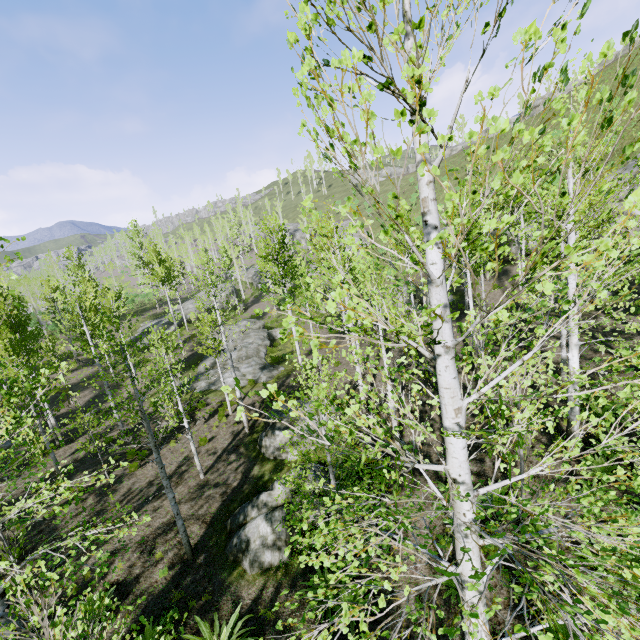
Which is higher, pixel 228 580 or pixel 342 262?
pixel 342 262

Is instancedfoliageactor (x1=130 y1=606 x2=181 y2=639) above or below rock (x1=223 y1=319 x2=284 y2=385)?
below

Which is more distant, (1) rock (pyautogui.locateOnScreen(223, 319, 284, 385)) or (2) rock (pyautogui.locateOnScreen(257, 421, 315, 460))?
(1) rock (pyautogui.locateOnScreen(223, 319, 284, 385))

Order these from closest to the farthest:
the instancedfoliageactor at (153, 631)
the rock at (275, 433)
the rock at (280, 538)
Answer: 1. the instancedfoliageactor at (153, 631)
2. the rock at (280, 538)
3. the rock at (275, 433)

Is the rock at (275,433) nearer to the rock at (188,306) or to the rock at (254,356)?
the rock at (254,356)

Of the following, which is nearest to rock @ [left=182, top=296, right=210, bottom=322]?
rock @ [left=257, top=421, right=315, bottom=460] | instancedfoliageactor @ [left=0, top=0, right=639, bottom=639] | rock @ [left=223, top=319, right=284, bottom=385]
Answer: instancedfoliageactor @ [left=0, top=0, right=639, bottom=639]

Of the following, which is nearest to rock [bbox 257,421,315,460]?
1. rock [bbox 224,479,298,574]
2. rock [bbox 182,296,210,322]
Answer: rock [bbox 224,479,298,574]

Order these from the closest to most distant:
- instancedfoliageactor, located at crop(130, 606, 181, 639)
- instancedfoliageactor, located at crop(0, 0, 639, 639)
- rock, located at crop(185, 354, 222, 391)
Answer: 1. instancedfoliageactor, located at crop(0, 0, 639, 639)
2. instancedfoliageactor, located at crop(130, 606, 181, 639)
3. rock, located at crop(185, 354, 222, 391)
